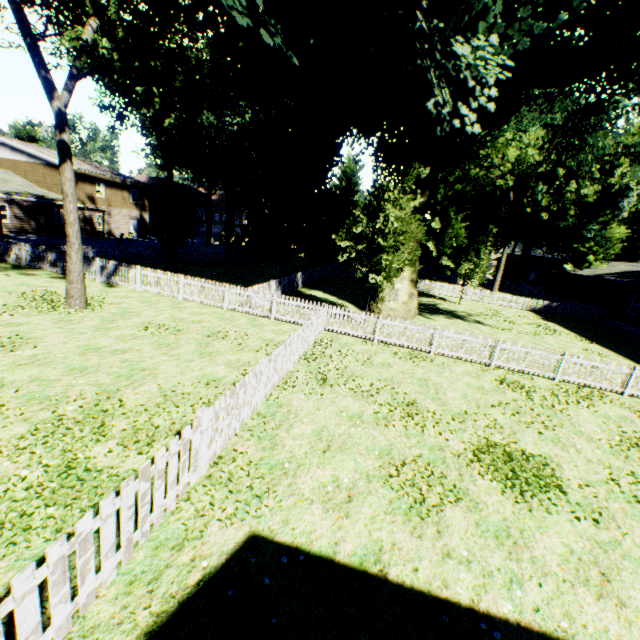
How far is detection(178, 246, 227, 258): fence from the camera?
30.2 meters

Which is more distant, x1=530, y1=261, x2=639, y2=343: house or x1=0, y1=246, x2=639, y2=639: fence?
x1=530, y1=261, x2=639, y2=343: house

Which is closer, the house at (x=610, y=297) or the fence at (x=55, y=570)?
the fence at (x=55, y=570)

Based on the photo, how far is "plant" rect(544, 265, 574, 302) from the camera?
42.19m

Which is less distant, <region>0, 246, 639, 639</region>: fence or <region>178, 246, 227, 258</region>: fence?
<region>0, 246, 639, 639</region>: fence

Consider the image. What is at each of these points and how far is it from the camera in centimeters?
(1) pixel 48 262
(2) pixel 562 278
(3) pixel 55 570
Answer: (1) fence, 1844cm
(2) plant, 4353cm
(3) fence, 297cm

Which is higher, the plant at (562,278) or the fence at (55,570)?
the plant at (562,278)

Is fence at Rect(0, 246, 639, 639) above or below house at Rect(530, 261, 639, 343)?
below
